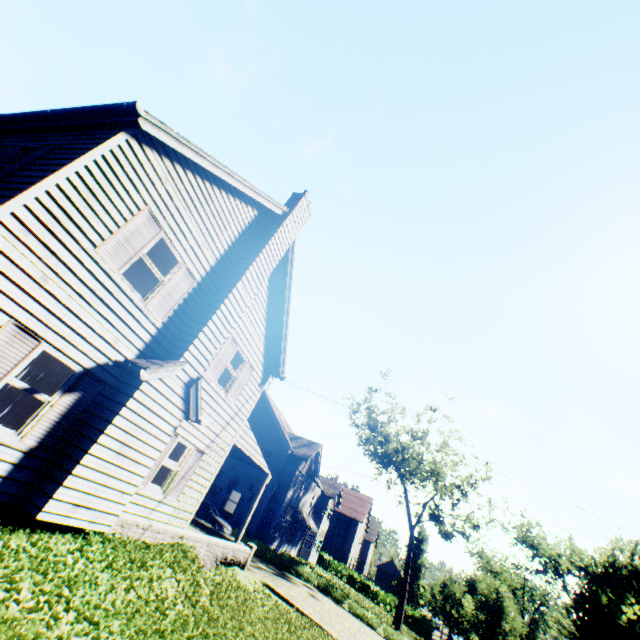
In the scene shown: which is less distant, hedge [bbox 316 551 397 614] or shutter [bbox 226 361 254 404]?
shutter [bbox 226 361 254 404]

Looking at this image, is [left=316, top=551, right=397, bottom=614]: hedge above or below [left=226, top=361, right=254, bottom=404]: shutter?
below

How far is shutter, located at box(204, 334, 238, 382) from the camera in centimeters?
1062cm

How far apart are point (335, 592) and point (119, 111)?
28.2 meters

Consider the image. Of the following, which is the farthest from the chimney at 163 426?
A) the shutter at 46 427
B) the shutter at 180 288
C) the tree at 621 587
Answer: the tree at 621 587

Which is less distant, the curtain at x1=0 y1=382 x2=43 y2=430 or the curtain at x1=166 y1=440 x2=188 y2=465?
the curtain at x1=0 y1=382 x2=43 y2=430

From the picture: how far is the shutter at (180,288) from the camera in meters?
8.2 m

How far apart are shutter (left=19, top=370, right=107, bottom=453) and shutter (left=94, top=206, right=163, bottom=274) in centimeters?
209cm
